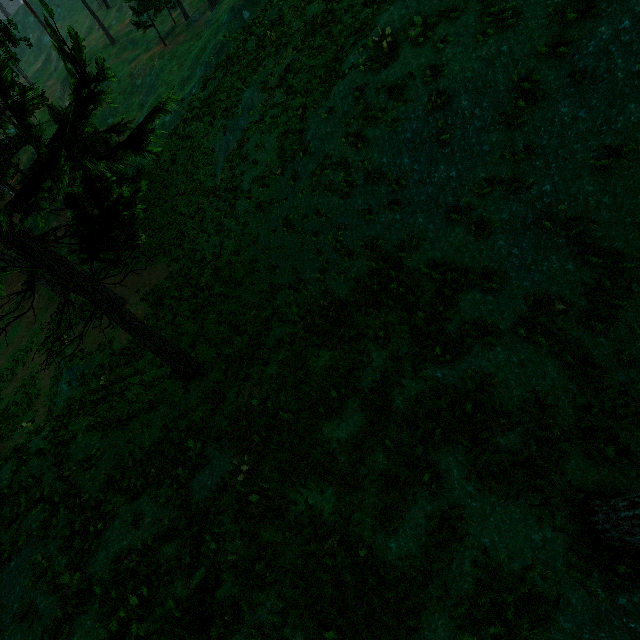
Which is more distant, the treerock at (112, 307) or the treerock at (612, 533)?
the treerock at (112, 307)

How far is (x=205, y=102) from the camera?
27.73m

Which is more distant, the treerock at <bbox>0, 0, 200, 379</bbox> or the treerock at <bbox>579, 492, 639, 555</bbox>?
the treerock at <bbox>0, 0, 200, 379</bbox>
